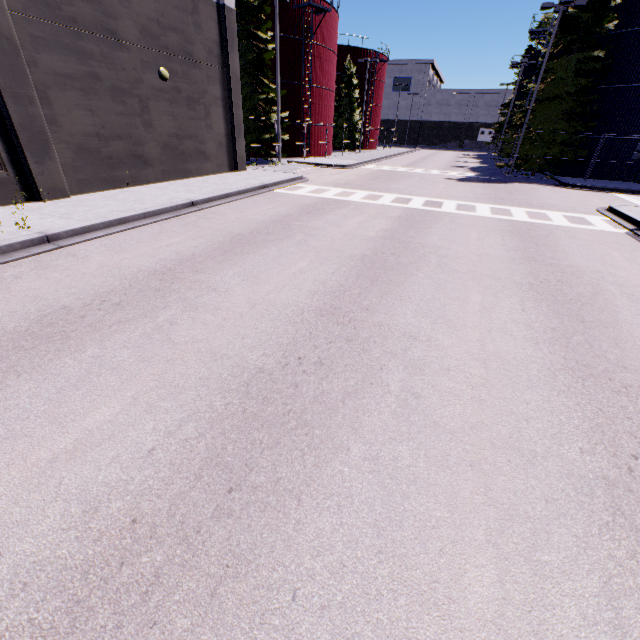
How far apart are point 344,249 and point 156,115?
11.75m

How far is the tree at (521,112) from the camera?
23.3m

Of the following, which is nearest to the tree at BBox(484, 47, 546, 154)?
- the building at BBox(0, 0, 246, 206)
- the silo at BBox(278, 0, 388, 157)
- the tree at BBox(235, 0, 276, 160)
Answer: the silo at BBox(278, 0, 388, 157)

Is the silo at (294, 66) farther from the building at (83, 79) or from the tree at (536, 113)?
the tree at (536, 113)

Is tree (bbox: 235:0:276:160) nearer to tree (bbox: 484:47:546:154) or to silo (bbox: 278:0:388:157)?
silo (bbox: 278:0:388:157)

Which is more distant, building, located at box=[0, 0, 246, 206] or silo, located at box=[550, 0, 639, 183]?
silo, located at box=[550, 0, 639, 183]

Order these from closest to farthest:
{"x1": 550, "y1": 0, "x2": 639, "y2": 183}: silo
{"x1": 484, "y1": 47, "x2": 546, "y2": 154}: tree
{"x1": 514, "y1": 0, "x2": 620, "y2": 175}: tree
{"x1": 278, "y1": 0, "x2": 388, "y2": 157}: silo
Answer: {"x1": 514, "y1": 0, "x2": 620, "y2": 175}: tree < {"x1": 550, "y1": 0, "x2": 639, "y2": 183}: silo < {"x1": 484, "y1": 47, "x2": 546, "y2": 154}: tree < {"x1": 278, "y1": 0, "x2": 388, "y2": 157}: silo
